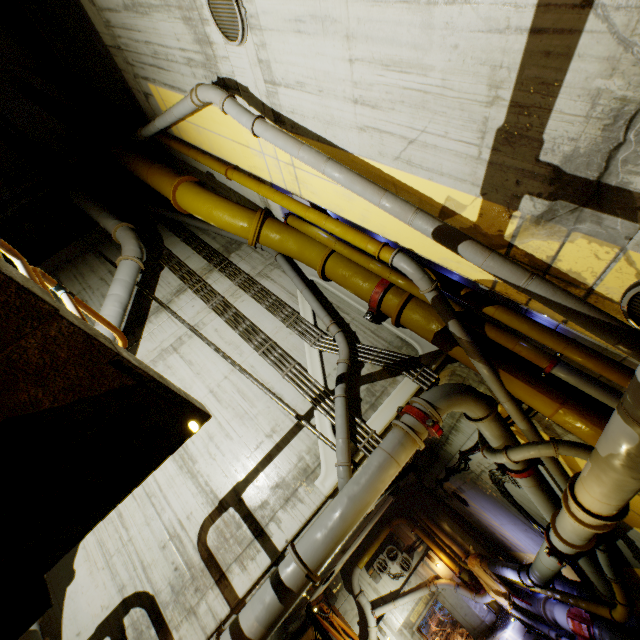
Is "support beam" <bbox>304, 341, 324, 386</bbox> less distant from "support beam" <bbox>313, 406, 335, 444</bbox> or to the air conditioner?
"support beam" <bbox>313, 406, 335, 444</bbox>

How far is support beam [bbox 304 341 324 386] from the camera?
6.7m

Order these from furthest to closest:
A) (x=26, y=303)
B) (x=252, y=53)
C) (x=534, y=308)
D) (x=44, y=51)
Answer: (x=44, y=51)
(x=252, y=53)
(x=534, y=308)
(x=26, y=303)

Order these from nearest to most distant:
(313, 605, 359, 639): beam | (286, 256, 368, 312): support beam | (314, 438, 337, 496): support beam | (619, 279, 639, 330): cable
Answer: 1. (619, 279, 639, 330): cable
2. (314, 438, 337, 496): support beam
3. (286, 256, 368, 312): support beam
4. (313, 605, 359, 639): beam

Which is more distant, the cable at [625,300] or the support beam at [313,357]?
the support beam at [313,357]

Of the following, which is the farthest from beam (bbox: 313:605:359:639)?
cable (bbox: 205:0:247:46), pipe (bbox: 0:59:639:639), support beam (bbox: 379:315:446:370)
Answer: cable (bbox: 205:0:247:46)

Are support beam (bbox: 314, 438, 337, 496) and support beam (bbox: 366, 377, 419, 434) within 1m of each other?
yes

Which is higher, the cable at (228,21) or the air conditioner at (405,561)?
the cable at (228,21)
